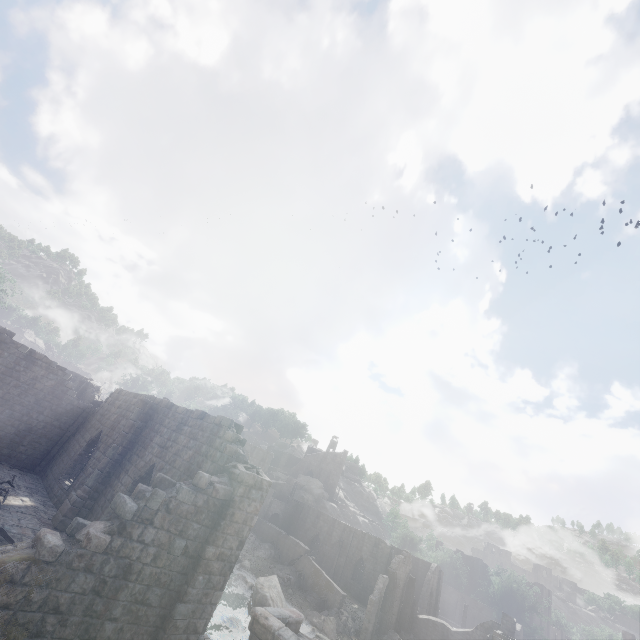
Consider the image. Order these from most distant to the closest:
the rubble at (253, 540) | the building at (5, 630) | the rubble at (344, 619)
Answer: the rubble at (253, 540) < the rubble at (344, 619) < the building at (5, 630)

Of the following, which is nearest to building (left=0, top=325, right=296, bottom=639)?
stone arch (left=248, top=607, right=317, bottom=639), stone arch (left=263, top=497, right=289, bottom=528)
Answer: stone arch (left=263, top=497, right=289, bottom=528)

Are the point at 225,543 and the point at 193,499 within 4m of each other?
yes

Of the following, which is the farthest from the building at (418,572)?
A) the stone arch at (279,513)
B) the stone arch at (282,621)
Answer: A: the stone arch at (282,621)

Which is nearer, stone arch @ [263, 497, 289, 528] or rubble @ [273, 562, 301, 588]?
rubble @ [273, 562, 301, 588]

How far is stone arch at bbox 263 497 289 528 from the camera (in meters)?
47.19

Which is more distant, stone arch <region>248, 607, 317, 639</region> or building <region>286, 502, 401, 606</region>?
building <region>286, 502, 401, 606</region>
